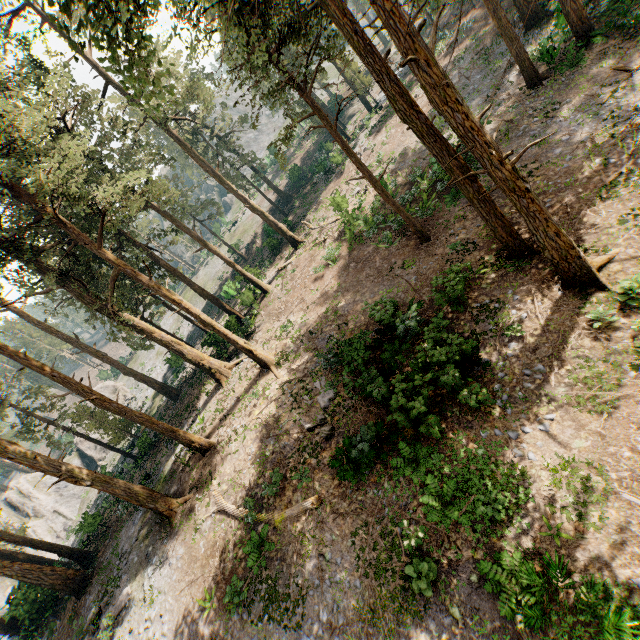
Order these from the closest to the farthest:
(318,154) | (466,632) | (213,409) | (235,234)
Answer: (466,632), (213,409), (318,154), (235,234)

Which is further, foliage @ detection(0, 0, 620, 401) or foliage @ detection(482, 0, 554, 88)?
foliage @ detection(482, 0, 554, 88)

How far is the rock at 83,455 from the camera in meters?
42.6

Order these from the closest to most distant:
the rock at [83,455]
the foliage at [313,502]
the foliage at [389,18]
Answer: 1. the foliage at [389,18]
2. the foliage at [313,502]
3. the rock at [83,455]

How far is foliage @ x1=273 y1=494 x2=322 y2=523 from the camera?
12.8m

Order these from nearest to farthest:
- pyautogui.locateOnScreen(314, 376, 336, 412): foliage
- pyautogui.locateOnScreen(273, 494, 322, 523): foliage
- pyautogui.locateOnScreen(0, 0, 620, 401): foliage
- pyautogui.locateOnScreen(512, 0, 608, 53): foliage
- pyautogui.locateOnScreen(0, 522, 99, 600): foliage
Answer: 1. pyautogui.locateOnScreen(0, 0, 620, 401): foliage
2. pyautogui.locateOnScreen(273, 494, 322, 523): foliage
3. pyautogui.locateOnScreen(314, 376, 336, 412): foliage
4. pyautogui.locateOnScreen(512, 0, 608, 53): foliage
5. pyautogui.locateOnScreen(0, 522, 99, 600): foliage

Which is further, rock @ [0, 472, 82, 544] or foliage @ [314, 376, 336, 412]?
rock @ [0, 472, 82, 544]
